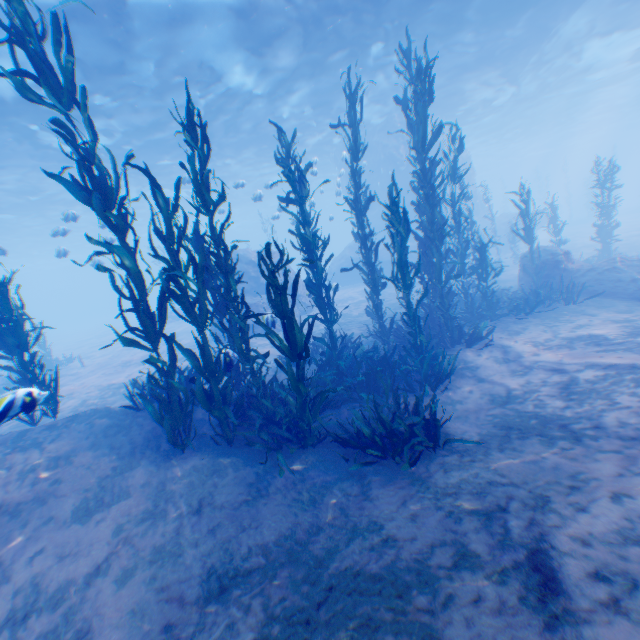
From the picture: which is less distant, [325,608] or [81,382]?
[325,608]

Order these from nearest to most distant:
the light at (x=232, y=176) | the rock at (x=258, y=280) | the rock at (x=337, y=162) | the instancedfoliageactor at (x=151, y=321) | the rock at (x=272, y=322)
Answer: the instancedfoliageactor at (x=151, y=321)
the rock at (x=272, y=322)
the light at (x=232, y=176)
the rock at (x=258, y=280)
the rock at (x=337, y=162)

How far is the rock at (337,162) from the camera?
19.88m

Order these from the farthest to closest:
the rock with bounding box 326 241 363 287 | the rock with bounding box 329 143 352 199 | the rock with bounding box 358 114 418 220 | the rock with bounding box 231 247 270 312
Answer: the rock with bounding box 326 241 363 287 → the rock with bounding box 358 114 418 220 → the rock with bounding box 329 143 352 199 → the rock with bounding box 231 247 270 312

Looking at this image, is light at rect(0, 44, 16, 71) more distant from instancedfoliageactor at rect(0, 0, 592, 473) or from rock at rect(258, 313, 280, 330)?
instancedfoliageactor at rect(0, 0, 592, 473)

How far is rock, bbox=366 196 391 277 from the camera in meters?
26.4

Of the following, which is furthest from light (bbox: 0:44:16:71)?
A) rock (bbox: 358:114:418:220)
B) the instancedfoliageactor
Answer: the instancedfoliageactor
